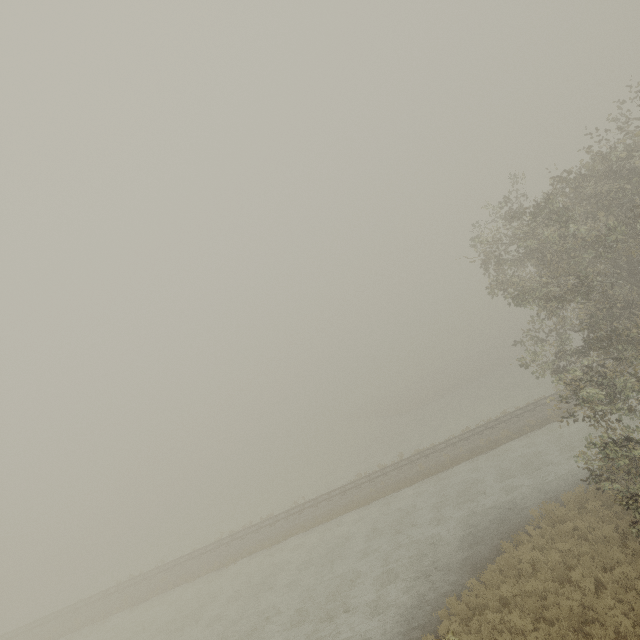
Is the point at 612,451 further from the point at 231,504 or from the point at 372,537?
the point at 231,504
